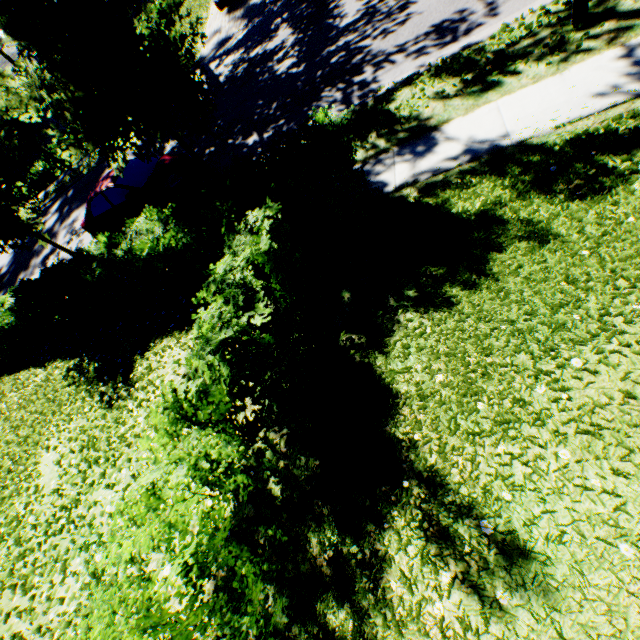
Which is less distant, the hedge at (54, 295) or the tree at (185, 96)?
the hedge at (54, 295)

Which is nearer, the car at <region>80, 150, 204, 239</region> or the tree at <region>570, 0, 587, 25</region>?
the tree at <region>570, 0, 587, 25</region>

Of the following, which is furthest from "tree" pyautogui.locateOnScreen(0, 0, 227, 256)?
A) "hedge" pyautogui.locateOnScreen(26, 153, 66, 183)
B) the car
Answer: the car

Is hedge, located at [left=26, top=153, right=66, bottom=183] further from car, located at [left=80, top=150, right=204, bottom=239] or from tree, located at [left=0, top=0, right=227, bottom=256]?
car, located at [left=80, top=150, right=204, bottom=239]

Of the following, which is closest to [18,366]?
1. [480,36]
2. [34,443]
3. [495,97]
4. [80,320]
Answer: [80,320]

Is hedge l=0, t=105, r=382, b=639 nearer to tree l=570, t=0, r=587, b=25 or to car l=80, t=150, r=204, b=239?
car l=80, t=150, r=204, b=239

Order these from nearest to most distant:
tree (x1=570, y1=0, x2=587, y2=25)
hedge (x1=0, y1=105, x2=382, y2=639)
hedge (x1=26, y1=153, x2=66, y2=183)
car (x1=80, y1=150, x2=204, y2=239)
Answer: hedge (x1=0, y1=105, x2=382, y2=639)
tree (x1=570, y1=0, x2=587, y2=25)
car (x1=80, y1=150, x2=204, y2=239)
hedge (x1=26, y1=153, x2=66, y2=183)

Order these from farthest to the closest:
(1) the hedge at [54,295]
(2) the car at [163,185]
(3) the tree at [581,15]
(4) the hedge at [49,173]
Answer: (4) the hedge at [49,173] < (2) the car at [163,185] < (3) the tree at [581,15] < (1) the hedge at [54,295]
